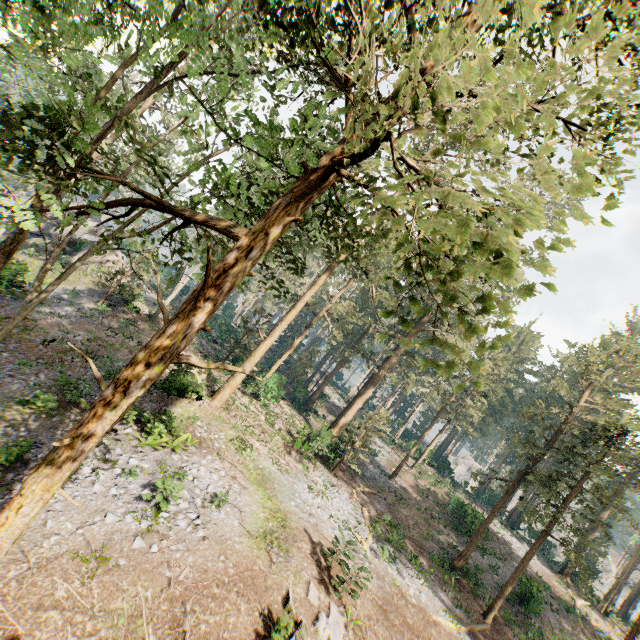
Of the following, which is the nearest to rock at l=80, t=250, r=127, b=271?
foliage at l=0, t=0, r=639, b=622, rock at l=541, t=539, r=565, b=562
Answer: foliage at l=0, t=0, r=639, b=622

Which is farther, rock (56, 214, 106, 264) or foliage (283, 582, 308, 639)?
rock (56, 214, 106, 264)

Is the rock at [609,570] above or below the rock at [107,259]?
above

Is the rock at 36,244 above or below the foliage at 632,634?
below

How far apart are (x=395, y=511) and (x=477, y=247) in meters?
33.7 m

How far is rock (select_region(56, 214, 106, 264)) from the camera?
31.84m

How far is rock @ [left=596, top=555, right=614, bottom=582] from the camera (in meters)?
56.22
